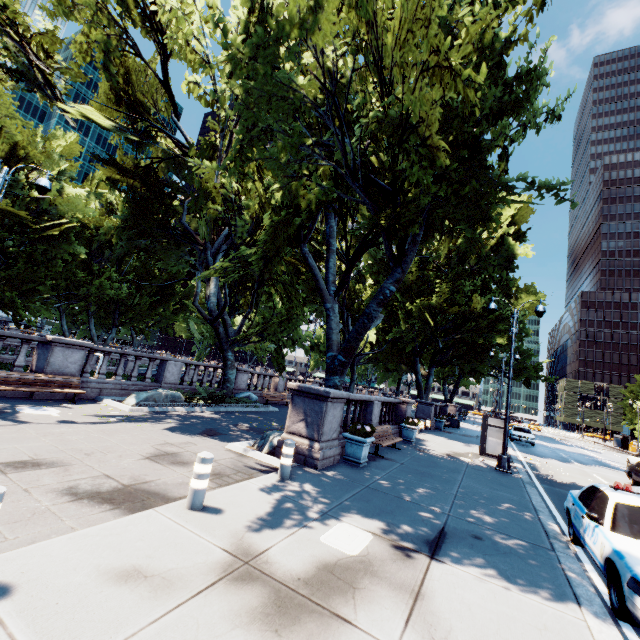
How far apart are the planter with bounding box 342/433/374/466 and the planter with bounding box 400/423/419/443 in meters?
6.7 m

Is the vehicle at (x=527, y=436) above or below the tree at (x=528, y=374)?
below

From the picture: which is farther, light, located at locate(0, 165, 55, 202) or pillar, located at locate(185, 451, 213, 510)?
light, located at locate(0, 165, 55, 202)

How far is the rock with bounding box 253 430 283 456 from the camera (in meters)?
9.34

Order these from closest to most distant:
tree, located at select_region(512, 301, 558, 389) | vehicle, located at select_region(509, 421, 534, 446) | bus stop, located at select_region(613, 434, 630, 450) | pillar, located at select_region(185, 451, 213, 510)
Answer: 1. pillar, located at select_region(185, 451, 213, 510)
2. vehicle, located at select_region(509, 421, 534, 446)
3. tree, located at select_region(512, 301, 558, 389)
4. bus stop, located at select_region(613, 434, 630, 450)

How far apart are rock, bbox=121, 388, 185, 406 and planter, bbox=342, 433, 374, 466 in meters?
8.5

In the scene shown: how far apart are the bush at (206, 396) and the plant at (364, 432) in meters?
9.1 m

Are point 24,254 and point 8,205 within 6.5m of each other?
yes
